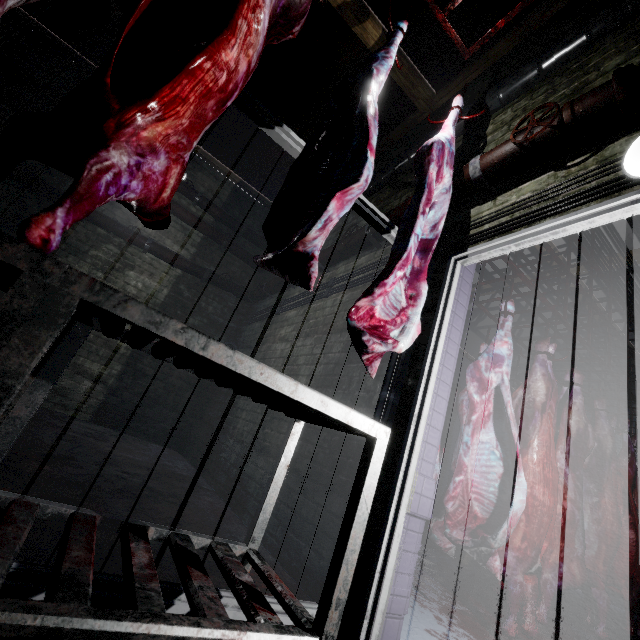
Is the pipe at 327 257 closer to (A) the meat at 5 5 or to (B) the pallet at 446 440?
(A) the meat at 5 5

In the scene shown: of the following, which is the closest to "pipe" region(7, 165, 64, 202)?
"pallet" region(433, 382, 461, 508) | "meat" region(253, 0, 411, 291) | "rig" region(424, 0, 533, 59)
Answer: "rig" region(424, 0, 533, 59)

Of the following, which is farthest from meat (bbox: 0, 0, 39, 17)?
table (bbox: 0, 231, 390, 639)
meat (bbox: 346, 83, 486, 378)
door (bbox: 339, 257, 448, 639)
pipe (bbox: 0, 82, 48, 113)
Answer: pipe (bbox: 0, 82, 48, 113)

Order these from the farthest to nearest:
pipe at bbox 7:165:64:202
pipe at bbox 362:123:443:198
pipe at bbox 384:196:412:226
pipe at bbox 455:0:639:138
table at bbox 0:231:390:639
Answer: pipe at bbox 7:165:64:202 → pipe at bbox 362:123:443:198 → pipe at bbox 384:196:412:226 → pipe at bbox 455:0:639:138 → table at bbox 0:231:390:639

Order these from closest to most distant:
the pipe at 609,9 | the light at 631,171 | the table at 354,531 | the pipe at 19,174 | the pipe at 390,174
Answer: the table at 354,531 < the light at 631,171 < the pipe at 609,9 < the pipe at 390,174 < the pipe at 19,174

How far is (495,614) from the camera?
2.6m

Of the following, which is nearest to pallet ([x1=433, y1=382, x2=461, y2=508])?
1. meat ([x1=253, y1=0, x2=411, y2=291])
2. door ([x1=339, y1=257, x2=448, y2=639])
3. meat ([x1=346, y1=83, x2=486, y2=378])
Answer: door ([x1=339, y1=257, x2=448, y2=639])

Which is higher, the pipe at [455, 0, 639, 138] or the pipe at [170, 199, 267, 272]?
the pipe at [455, 0, 639, 138]
